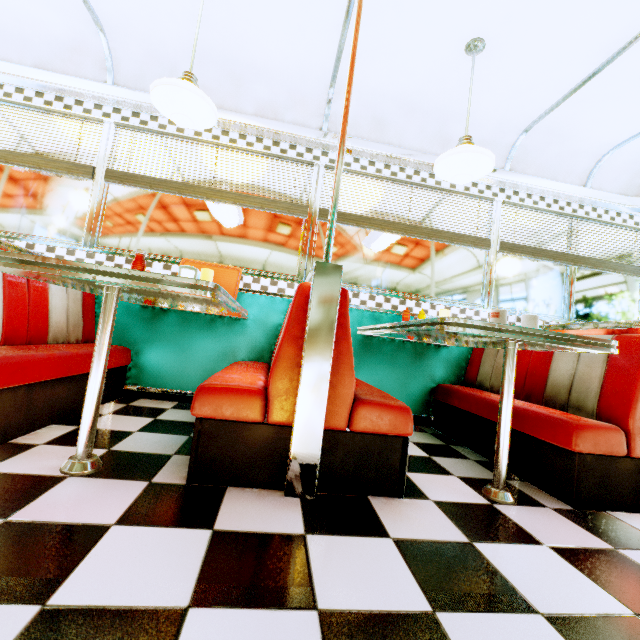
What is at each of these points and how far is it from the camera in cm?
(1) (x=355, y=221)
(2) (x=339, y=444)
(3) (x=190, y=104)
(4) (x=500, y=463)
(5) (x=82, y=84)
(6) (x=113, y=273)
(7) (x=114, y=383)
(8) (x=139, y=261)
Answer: (1) blinds, 326
(2) seat, 155
(3) hanging light, 202
(4) table, 173
(5) trim, 288
(6) table, 135
(7) seat, 270
(8) salt and pepper shaker, 140

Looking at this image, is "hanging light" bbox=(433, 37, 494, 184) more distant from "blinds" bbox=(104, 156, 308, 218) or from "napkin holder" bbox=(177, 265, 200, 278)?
"napkin holder" bbox=(177, 265, 200, 278)

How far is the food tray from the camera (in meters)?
2.98

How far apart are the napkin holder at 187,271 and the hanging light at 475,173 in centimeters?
190cm

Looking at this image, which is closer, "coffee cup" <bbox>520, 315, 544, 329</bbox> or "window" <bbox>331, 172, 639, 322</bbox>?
"coffee cup" <bbox>520, 315, 544, 329</bbox>

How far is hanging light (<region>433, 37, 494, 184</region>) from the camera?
2.21m

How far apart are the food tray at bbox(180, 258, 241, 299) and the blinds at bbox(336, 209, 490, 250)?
1.0m

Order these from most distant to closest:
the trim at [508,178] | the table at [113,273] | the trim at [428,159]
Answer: the trim at [428,159], the trim at [508,178], the table at [113,273]
